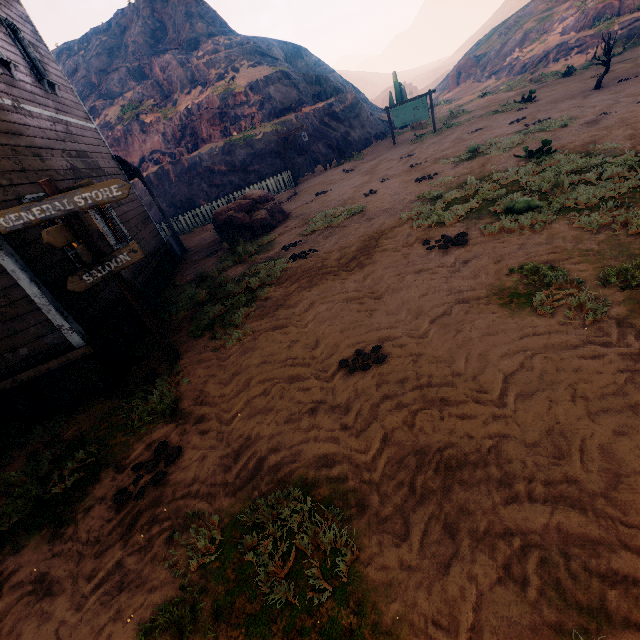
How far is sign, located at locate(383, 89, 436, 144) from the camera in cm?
1836

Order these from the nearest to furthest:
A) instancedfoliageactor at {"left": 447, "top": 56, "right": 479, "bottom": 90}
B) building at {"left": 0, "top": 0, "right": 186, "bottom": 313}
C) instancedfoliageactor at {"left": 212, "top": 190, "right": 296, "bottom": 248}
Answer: building at {"left": 0, "top": 0, "right": 186, "bottom": 313} < instancedfoliageactor at {"left": 212, "top": 190, "right": 296, "bottom": 248} < instancedfoliageactor at {"left": 447, "top": 56, "right": 479, "bottom": 90}

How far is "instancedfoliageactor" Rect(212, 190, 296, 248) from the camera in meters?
12.0 m

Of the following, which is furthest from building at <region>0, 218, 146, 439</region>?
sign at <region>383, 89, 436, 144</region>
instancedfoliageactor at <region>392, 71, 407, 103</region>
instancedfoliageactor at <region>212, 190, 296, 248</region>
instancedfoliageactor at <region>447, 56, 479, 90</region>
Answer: instancedfoliageactor at <region>447, 56, 479, 90</region>

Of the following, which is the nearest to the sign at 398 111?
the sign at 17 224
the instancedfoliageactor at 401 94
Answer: the instancedfoliageactor at 401 94

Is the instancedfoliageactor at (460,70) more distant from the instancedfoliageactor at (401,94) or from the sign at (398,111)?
the sign at (398,111)

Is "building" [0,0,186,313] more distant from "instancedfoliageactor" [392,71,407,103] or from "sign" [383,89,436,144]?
"instancedfoliageactor" [392,71,407,103]

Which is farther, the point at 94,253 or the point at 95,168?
the point at 95,168
